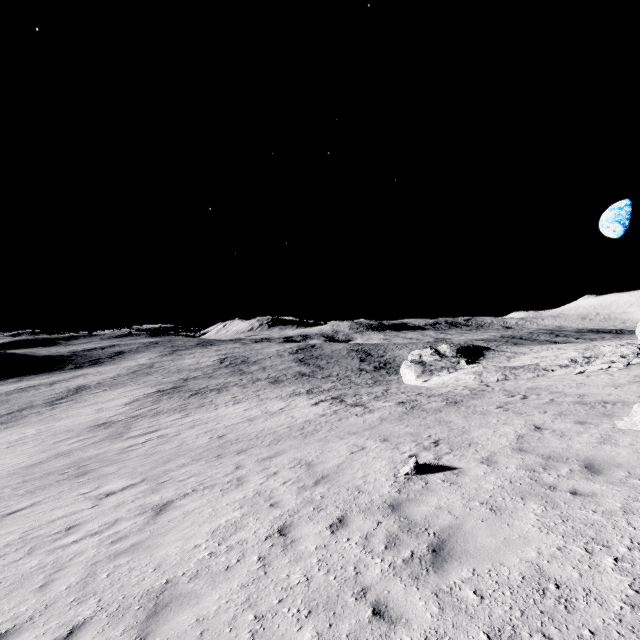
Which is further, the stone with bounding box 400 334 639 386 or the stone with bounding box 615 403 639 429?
the stone with bounding box 400 334 639 386

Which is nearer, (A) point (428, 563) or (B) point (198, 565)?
(A) point (428, 563)

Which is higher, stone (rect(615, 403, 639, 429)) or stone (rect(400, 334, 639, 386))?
stone (rect(615, 403, 639, 429))

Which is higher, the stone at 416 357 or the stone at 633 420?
the stone at 633 420

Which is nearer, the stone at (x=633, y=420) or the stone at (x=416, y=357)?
the stone at (x=633, y=420)
